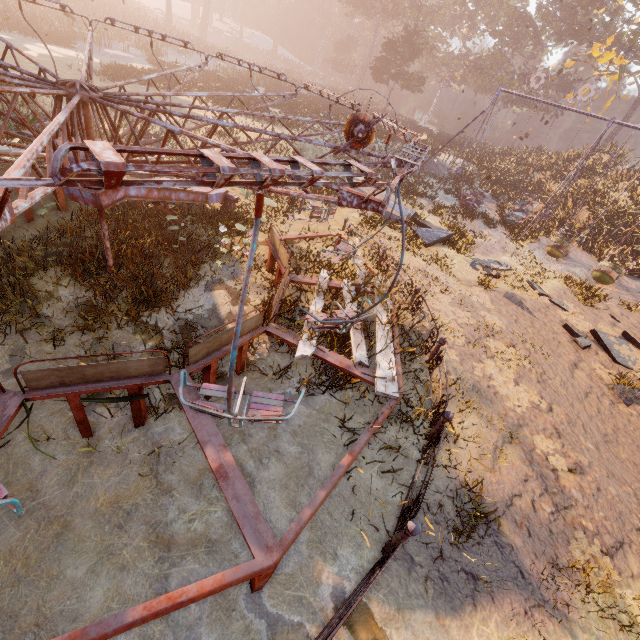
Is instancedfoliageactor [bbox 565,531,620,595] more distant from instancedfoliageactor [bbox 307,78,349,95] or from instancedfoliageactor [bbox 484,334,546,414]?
instancedfoliageactor [bbox 307,78,349,95]

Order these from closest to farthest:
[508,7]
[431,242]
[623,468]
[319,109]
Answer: [623,468]
[431,242]
[319,109]
[508,7]

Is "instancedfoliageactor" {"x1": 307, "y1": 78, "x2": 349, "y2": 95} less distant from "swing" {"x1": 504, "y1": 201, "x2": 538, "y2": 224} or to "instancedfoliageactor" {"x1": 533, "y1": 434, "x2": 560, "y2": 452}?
"swing" {"x1": 504, "y1": 201, "x2": 538, "y2": 224}

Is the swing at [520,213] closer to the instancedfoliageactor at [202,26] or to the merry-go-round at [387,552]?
the instancedfoliageactor at [202,26]

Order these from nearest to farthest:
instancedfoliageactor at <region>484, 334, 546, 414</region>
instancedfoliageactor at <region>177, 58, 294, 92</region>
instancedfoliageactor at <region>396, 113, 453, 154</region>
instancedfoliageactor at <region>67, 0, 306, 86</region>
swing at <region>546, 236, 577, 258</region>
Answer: instancedfoliageactor at <region>484, 334, 546, 414</region>, swing at <region>546, 236, 577, 258</region>, instancedfoliageactor at <region>177, 58, 294, 92</region>, instancedfoliageactor at <region>396, 113, 453, 154</region>, instancedfoliageactor at <region>67, 0, 306, 86</region>

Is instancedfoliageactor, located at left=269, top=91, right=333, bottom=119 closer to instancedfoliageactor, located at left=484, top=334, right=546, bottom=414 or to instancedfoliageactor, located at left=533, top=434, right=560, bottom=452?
instancedfoliageactor, located at left=484, top=334, right=546, bottom=414

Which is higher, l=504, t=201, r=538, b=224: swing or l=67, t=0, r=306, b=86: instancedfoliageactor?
l=67, t=0, r=306, b=86: instancedfoliageactor

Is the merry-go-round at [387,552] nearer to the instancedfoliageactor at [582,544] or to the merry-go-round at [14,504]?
the merry-go-round at [14,504]
